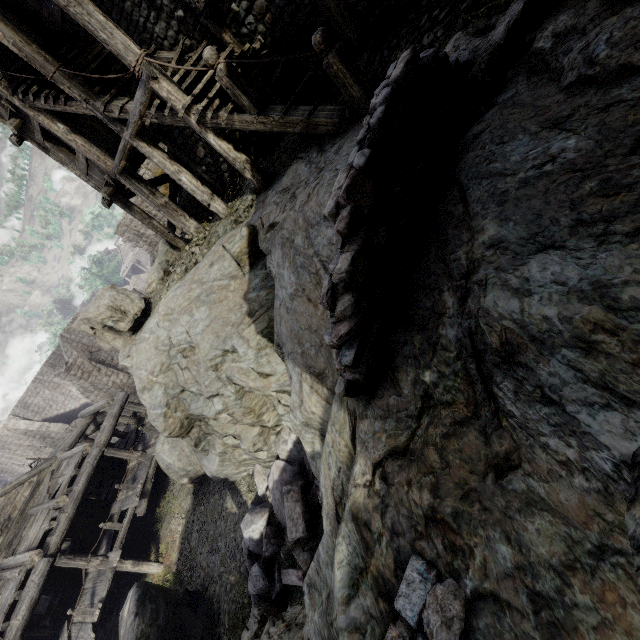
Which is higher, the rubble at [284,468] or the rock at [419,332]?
the rock at [419,332]

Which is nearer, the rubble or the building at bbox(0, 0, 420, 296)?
the building at bbox(0, 0, 420, 296)

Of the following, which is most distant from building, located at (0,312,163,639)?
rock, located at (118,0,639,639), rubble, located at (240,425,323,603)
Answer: rubble, located at (240,425,323,603)

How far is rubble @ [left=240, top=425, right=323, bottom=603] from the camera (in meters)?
7.18

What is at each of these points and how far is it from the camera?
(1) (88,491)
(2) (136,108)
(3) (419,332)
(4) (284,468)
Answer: (1) building, 20.33m
(2) building, 7.14m
(3) rock, 2.15m
(4) rubble, 8.59m

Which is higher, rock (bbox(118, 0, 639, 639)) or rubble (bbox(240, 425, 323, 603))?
rock (bbox(118, 0, 639, 639))

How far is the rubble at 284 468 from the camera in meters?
7.2

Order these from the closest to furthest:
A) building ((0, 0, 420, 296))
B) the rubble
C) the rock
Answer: the rock
building ((0, 0, 420, 296))
the rubble
